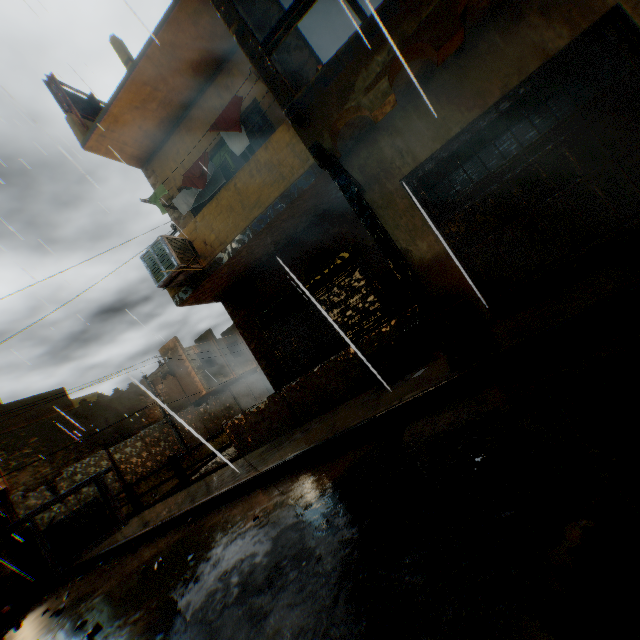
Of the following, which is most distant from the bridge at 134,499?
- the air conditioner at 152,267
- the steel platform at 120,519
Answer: the air conditioner at 152,267

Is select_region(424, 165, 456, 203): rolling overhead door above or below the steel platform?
above

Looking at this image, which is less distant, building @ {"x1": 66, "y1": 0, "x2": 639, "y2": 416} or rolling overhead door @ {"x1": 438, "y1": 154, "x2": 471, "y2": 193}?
building @ {"x1": 66, "y1": 0, "x2": 639, "y2": 416}

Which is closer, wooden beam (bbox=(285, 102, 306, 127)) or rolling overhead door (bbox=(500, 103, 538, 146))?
wooden beam (bbox=(285, 102, 306, 127))

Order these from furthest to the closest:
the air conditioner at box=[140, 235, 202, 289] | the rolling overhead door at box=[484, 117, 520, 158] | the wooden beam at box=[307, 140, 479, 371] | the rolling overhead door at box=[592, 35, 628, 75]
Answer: the air conditioner at box=[140, 235, 202, 289], the rolling overhead door at box=[484, 117, 520, 158], the rolling overhead door at box=[592, 35, 628, 75], the wooden beam at box=[307, 140, 479, 371]

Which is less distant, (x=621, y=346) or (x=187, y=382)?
(x=621, y=346)

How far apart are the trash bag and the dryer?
4.4 meters

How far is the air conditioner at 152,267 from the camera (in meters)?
6.64
